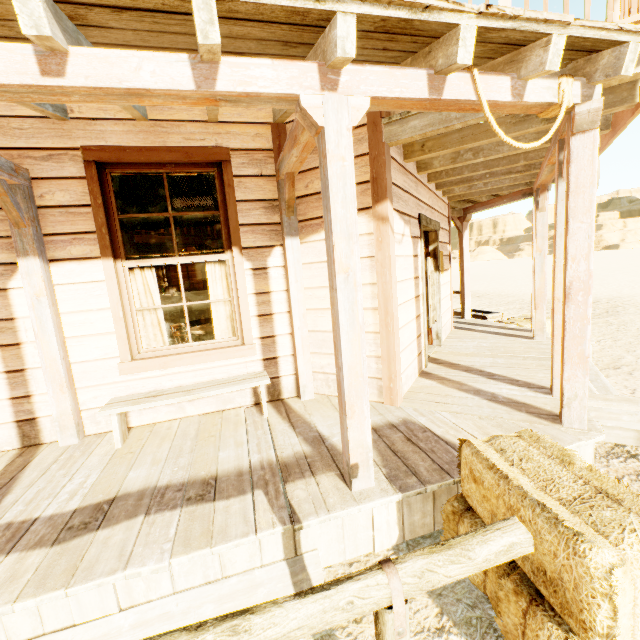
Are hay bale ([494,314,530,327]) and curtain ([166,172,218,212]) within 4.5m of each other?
no

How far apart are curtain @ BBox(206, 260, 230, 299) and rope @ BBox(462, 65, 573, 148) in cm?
257

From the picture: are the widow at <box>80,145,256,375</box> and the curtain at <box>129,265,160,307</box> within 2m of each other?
yes

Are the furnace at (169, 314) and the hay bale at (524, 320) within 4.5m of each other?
no

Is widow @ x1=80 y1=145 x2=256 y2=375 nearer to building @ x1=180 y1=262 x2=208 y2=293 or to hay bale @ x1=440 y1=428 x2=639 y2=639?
building @ x1=180 y1=262 x2=208 y2=293

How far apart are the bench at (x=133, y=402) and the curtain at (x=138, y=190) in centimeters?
183cm

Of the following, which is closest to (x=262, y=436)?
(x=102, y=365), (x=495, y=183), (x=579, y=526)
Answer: (x=102, y=365)

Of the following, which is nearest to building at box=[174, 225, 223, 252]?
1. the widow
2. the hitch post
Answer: the widow
